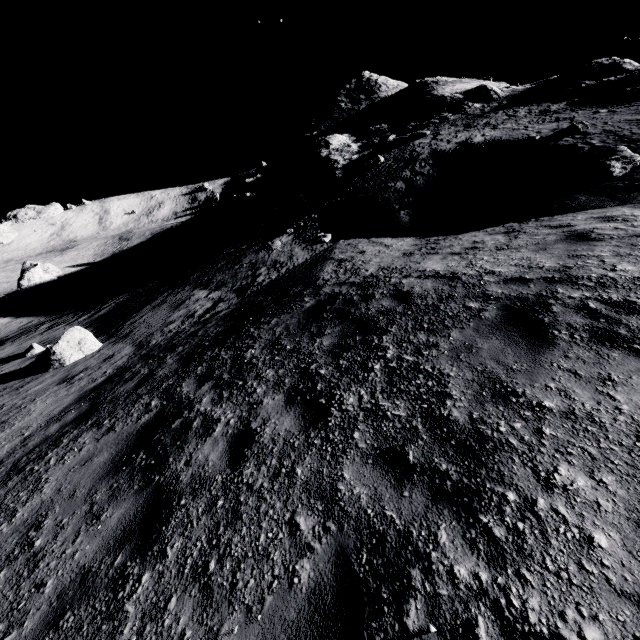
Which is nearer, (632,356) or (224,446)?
(632,356)

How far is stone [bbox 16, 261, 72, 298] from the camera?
33.75m

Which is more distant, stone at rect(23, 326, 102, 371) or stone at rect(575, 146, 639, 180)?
stone at rect(23, 326, 102, 371)

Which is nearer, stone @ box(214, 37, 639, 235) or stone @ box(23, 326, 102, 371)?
stone @ box(23, 326, 102, 371)

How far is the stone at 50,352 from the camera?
10.8m

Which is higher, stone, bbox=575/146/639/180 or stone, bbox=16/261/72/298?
stone, bbox=575/146/639/180

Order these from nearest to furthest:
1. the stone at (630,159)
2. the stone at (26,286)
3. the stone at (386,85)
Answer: the stone at (630,159), the stone at (386,85), the stone at (26,286)

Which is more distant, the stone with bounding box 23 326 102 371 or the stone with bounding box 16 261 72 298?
the stone with bounding box 16 261 72 298
